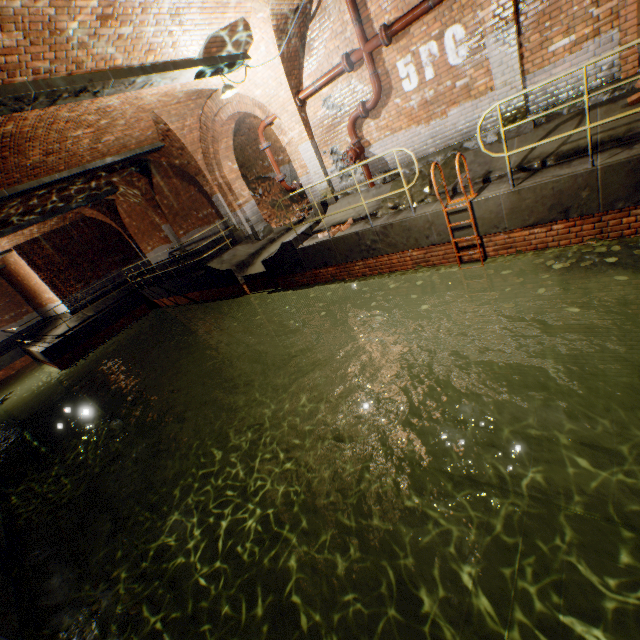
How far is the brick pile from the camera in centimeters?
1555cm

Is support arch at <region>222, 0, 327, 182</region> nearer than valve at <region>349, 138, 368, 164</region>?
Yes

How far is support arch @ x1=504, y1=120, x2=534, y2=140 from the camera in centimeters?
622cm

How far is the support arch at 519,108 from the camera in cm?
618

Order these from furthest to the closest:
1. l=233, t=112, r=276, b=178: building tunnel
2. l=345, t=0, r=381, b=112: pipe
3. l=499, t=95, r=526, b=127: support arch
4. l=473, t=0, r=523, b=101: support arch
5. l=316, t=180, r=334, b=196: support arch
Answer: l=233, t=112, r=276, b=178: building tunnel → l=316, t=180, r=334, b=196: support arch → l=345, t=0, r=381, b=112: pipe → l=499, t=95, r=526, b=127: support arch → l=473, t=0, r=523, b=101: support arch

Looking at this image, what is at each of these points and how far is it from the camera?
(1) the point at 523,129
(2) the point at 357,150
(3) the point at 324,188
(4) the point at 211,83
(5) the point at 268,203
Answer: (1) support arch, 6.3m
(2) valve, 8.2m
(3) support arch, 9.7m
(4) support arch, 8.3m
(5) brick pile, 16.1m

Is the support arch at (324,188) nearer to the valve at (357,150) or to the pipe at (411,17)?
the valve at (357,150)

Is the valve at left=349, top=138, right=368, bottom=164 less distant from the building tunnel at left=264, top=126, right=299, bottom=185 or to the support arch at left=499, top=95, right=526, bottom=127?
the building tunnel at left=264, top=126, right=299, bottom=185
